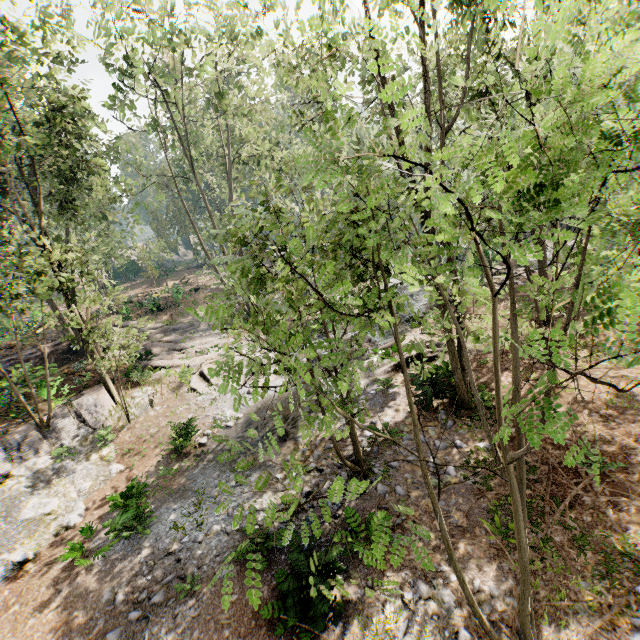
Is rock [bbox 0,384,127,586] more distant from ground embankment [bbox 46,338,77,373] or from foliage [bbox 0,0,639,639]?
ground embankment [bbox 46,338,77,373]

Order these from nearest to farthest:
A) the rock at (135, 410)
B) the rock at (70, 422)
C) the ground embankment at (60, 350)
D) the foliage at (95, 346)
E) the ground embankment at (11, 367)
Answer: the foliage at (95, 346), the rock at (70, 422), the ground embankment at (11, 367), the rock at (135, 410), the ground embankment at (60, 350)

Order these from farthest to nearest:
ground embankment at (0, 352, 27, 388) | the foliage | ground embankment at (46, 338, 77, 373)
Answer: ground embankment at (46, 338, 77, 373) < ground embankment at (0, 352, 27, 388) < the foliage

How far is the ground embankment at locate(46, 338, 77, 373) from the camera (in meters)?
23.47

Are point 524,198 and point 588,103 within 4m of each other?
yes

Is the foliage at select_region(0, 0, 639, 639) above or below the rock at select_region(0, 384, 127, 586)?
above

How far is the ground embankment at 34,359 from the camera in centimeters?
1640cm
